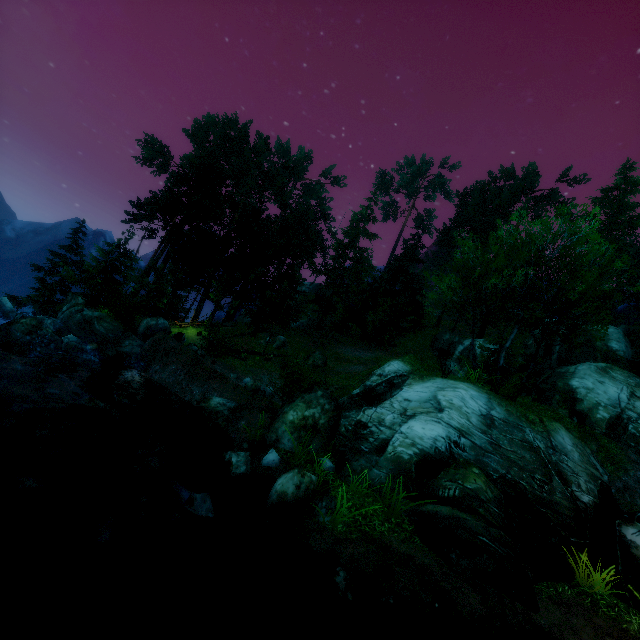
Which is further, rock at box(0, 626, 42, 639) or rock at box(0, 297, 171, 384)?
rock at box(0, 297, 171, 384)

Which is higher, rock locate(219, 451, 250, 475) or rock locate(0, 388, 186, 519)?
rock locate(219, 451, 250, 475)

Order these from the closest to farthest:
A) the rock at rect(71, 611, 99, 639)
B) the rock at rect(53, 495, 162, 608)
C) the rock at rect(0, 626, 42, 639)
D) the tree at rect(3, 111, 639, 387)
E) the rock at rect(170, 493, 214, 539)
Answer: the rock at rect(0, 626, 42, 639), the rock at rect(71, 611, 99, 639), the rock at rect(53, 495, 162, 608), the rock at rect(170, 493, 214, 539), the tree at rect(3, 111, 639, 387)

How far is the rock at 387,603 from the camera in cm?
570

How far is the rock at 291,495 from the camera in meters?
7.7

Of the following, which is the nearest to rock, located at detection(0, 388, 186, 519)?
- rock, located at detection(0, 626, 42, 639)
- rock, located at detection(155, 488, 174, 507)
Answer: rock, located at detection(155, 488, 174, 507)

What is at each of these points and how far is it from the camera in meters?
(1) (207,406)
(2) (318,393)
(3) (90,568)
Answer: (1) rock, 13.4
(2) rock, 12.1
(3) rock, 5.2

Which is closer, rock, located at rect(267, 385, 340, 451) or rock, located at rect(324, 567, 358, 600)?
rock, located at rect(324, 567, 358, 600)
